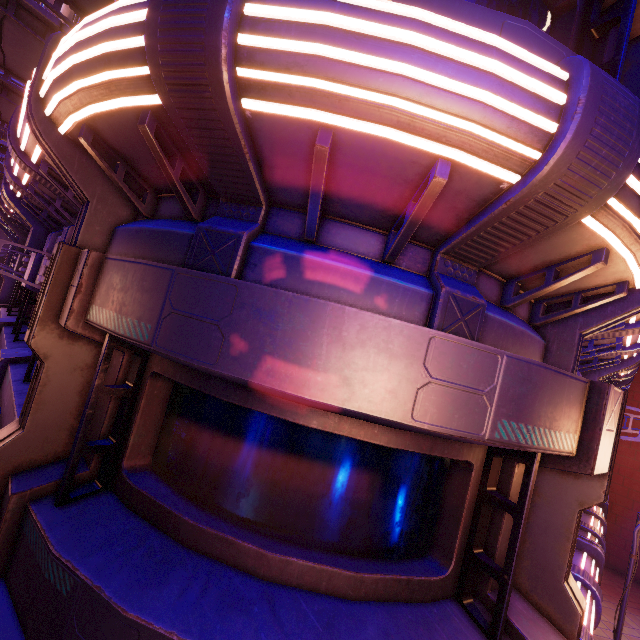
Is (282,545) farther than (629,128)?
Yes
